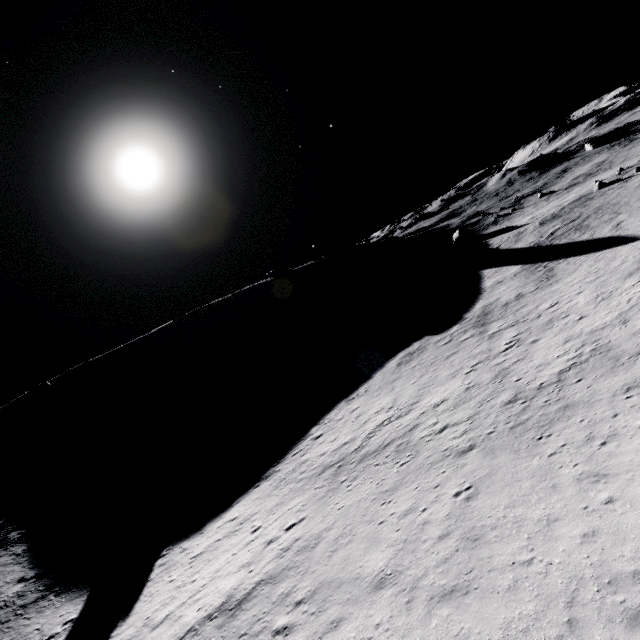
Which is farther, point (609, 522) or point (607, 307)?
point (607, 307)
